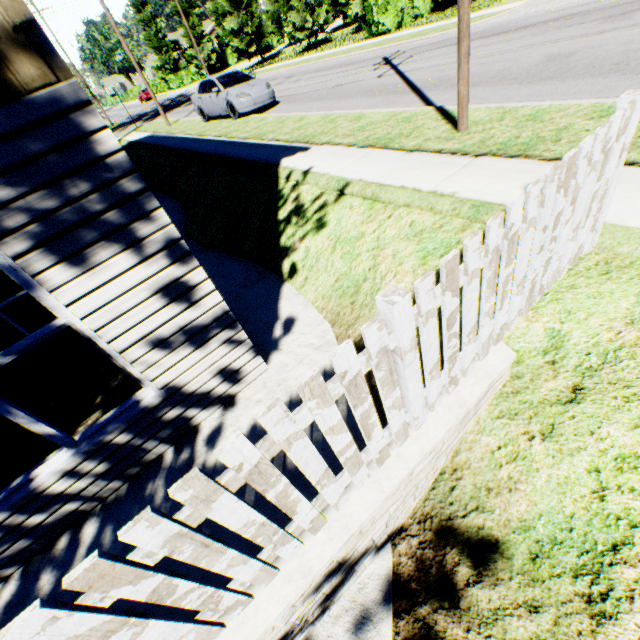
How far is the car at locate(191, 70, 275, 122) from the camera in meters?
13.0 m

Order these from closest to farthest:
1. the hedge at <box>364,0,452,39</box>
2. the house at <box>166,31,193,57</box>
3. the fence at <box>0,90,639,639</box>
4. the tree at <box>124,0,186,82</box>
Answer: the fence at <box>0,90,639,639</box> → the hedge at <box>364,0,452,39</box> → the tree at <box>124,0,186,82</box> → the house at <box>166,31,193,57</box>

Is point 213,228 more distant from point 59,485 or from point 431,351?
point 431,351

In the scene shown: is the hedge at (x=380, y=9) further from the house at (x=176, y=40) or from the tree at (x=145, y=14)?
the house at (x=176, y=40)

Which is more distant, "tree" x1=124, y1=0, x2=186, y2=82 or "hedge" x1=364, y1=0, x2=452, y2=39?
"tree" x1=124, y1=0, x2=186, y2=82

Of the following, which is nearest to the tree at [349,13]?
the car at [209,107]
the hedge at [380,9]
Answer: the hedge at [380,9]

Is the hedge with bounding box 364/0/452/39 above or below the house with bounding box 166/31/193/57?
below

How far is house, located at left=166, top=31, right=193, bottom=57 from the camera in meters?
53.0 m
